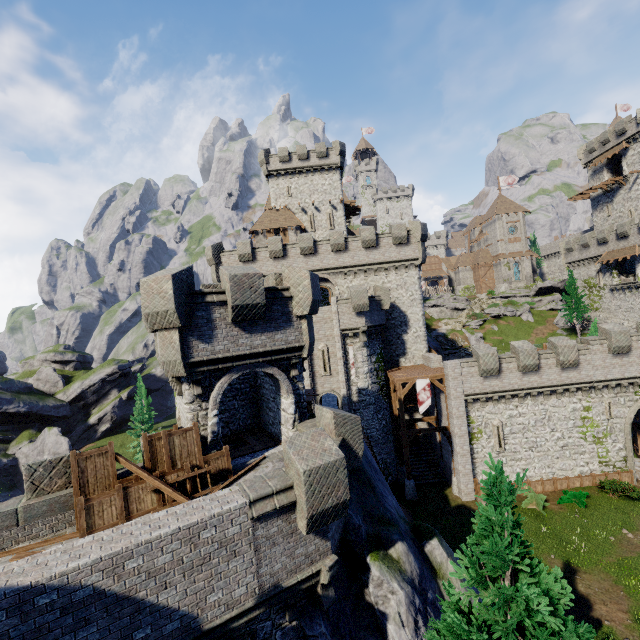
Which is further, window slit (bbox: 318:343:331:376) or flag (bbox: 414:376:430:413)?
window slit (bbox: 318:343:331:376)

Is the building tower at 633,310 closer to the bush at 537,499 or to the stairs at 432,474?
the bush at 537,499

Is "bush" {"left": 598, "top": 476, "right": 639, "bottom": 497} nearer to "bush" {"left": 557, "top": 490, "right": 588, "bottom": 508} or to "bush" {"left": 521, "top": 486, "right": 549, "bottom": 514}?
"bush" {"left": 557, "top": 490, "right": 588, "bottom": 508}

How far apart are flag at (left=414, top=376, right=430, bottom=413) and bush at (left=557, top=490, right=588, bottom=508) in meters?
11.0

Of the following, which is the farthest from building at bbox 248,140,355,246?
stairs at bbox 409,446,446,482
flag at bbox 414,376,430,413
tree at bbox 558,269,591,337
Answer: tree at bbox 558,269,591,337

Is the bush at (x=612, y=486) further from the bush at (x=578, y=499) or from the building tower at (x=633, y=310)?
the building tower at (x=633, y=310)

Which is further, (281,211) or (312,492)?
(281,211)

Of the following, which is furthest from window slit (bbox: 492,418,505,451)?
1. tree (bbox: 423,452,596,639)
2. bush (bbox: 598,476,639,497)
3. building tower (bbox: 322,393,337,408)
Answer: tree (bbox: 423,452,596,639)
